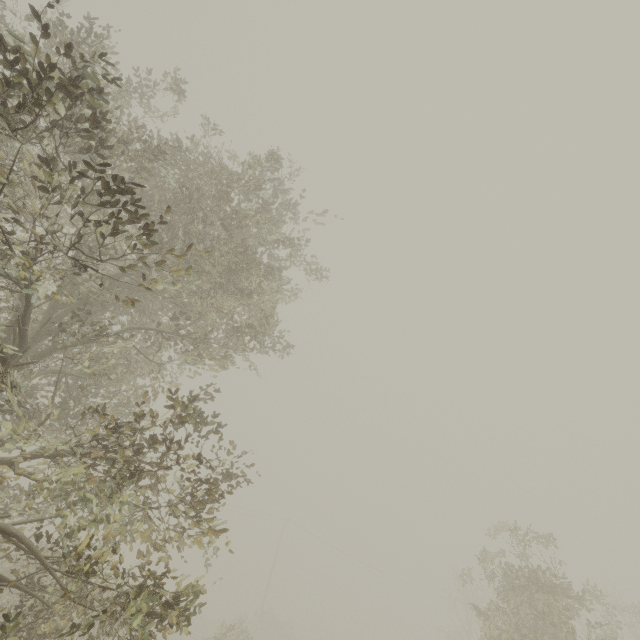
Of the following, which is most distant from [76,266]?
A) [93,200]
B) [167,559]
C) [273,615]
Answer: [273,615]

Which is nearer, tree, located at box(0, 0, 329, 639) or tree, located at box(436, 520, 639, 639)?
tree, located at box(0, 0, 329, 639)

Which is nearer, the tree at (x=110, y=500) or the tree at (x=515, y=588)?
the tree at (x=110, y=500)
